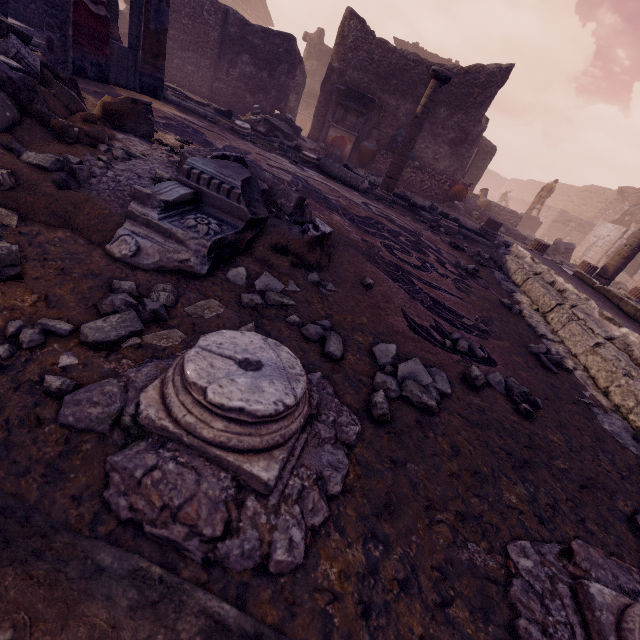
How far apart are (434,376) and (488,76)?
12.72m

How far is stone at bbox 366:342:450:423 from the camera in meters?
1.3

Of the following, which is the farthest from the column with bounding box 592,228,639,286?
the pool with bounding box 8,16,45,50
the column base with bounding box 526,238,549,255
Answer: the pool with bounding box 8,16,45,50

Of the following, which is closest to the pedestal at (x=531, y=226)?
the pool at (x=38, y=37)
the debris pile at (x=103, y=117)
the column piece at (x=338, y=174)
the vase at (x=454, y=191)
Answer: the vase at (x=454, y=191)

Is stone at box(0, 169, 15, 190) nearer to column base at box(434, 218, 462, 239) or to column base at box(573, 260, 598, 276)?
column base at box(434, 218, 462, 239)

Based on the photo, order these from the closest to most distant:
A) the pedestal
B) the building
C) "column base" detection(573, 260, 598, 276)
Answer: "column base" detection(573, 260, 598, 276) < the pedestal < the building

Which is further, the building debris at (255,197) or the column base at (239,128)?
the column base at (239,128)

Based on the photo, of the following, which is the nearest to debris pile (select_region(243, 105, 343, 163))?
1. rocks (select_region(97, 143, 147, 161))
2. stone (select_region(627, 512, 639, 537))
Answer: rocks (select_region(97, 143, 147, 161))
